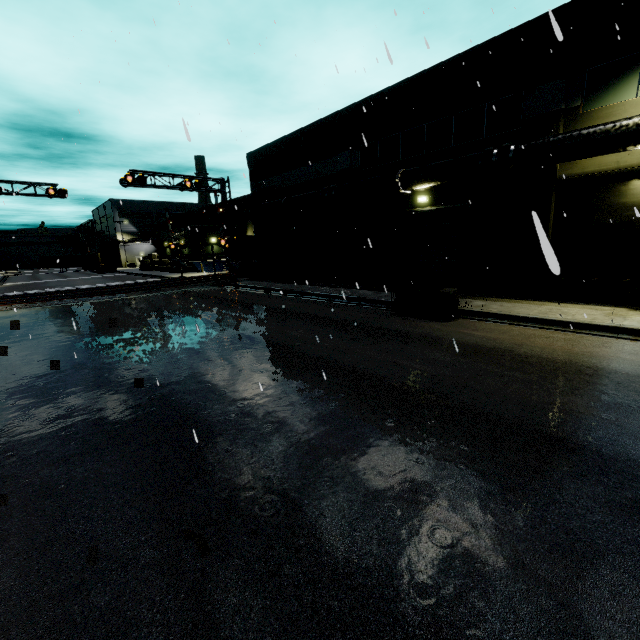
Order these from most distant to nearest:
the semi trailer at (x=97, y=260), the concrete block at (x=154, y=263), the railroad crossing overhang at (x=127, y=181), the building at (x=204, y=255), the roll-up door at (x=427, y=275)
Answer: the semi trailer at (x=97, y=260) < the concrete block at (x=154, y=263) < the building at (x=204, y=255) < the railroad crossing overhang at (x=127, y=181) < the roll-up door at (x=427, y=275)

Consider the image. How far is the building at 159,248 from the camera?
54.44m

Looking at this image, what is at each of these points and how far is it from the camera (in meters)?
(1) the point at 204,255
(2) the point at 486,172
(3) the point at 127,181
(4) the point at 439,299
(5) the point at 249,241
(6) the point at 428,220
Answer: (1) building, 47.88
(2) pipe, 13.62
(3) railroad crossing overhang, 22.53
(4) forklift, 12.06
(5) cargo container, 31.80
(6) roll-up door, 17.61

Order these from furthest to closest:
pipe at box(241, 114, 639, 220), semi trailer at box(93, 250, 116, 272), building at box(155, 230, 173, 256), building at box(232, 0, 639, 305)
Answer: semi trailer at box(93, 250, 116, 272)
building at box(155, 230, 173, 256)
building at box(232, 0, 639, 305)
pipe at box(241, 114, 639, 220)

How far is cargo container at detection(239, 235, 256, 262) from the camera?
31.41m

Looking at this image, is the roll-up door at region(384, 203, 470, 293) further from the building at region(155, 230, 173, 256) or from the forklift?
the forklift

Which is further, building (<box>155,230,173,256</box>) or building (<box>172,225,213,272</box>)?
building (<box>155,230,173,256</box>)

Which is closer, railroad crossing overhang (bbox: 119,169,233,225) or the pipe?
the pipe
